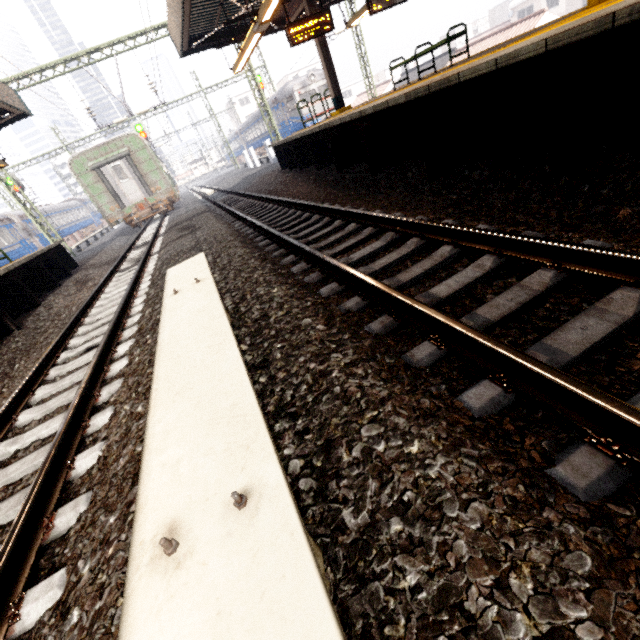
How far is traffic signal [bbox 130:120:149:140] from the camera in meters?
23.5

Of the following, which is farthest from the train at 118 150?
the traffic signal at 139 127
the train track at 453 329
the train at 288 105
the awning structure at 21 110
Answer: the train at 288 105

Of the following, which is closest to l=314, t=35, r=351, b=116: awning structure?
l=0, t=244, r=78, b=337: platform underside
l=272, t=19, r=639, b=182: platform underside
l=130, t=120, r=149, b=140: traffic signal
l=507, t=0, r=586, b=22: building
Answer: l=272, t=19, r=639, b=182: platform underside

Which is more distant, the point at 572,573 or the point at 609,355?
the point at 609,355

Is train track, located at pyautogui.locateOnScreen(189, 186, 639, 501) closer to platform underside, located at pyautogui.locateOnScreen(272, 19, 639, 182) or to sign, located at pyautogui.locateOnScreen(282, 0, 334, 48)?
platform underside, located at pyautogui.locateOnScreen(272, 19, 639, 182)

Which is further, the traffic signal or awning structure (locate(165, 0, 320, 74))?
the traffic signal

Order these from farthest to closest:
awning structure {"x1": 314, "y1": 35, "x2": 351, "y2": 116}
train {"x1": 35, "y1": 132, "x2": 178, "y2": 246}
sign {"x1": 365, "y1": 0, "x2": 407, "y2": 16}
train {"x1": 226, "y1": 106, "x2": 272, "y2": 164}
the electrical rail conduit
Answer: train {"x1": 226, "y1": 106, "x2": 272, "y2": 164} → train {"x1": 35, "y1": 132, "x2": 178, "y2": 246} → awning structure {"x1": 314, "y1": 35, "x2": 351, "y2": 116} → sign {"x1": 365, "y1": 0, "x2": 407, "y2": 16} → the electrical rail conduit

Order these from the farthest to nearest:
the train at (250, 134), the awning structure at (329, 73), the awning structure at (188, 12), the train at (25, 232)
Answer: the train at (250, 134) < the train at (25, 232) < the awning structure at (329, 73) < the awning structure at (188, 12)
